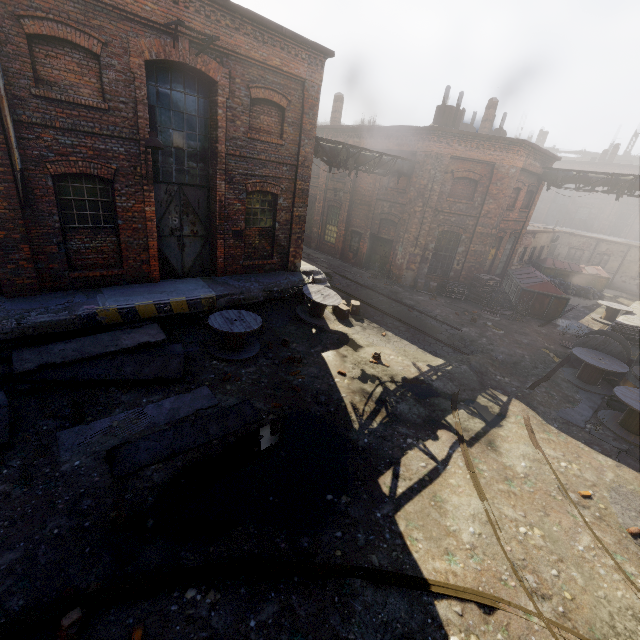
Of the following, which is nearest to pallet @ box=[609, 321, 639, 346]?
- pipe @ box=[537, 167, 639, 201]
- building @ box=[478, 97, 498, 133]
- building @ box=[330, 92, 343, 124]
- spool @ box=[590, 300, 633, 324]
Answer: spool @ box=[590, 300, 633, 324]

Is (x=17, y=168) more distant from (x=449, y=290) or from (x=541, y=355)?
(x=449, y=290)

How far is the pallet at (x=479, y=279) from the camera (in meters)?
17.23

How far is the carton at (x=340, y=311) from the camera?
12.7 meters

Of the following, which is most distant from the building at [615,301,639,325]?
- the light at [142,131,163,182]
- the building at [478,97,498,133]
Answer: the light at [142,131,163,182]

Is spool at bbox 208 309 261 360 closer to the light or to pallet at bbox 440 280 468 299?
the light

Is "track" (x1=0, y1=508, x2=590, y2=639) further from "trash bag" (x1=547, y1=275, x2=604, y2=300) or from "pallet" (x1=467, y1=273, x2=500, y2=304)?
"trash bag" (x1=547, y1=275, x2=604, y2=300)

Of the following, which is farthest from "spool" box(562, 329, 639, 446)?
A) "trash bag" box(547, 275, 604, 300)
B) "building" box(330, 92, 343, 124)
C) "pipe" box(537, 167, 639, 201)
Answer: "building" box(330, 92, 343, 124)
